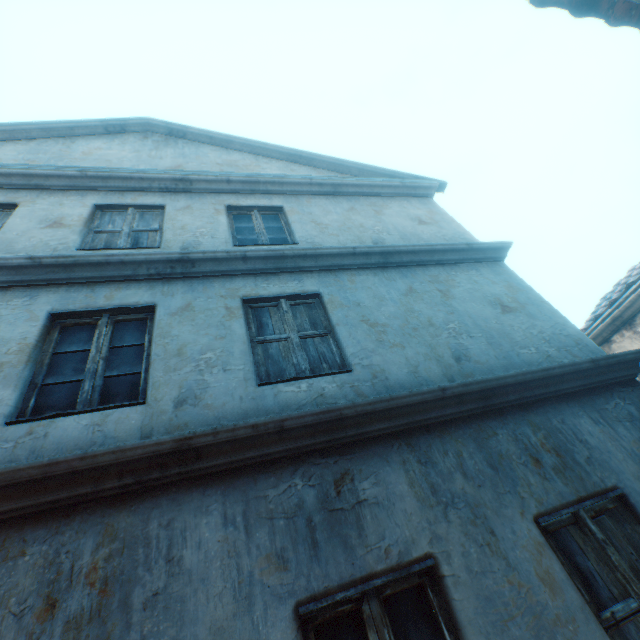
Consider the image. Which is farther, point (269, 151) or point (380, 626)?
point (269, 151)
